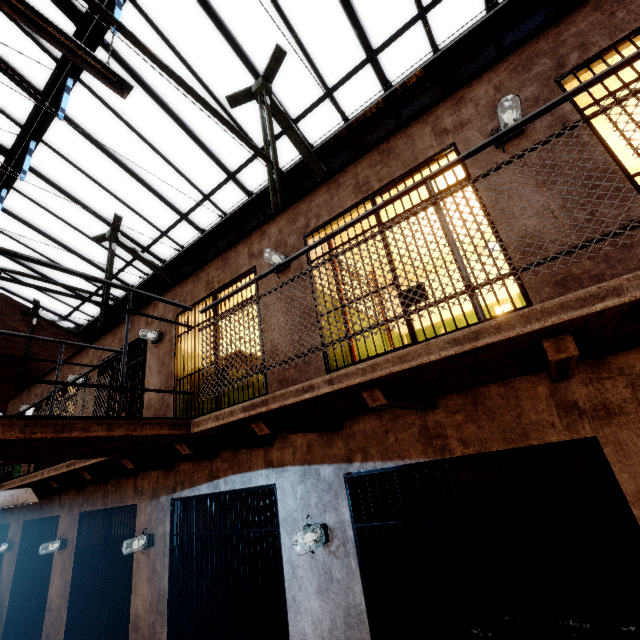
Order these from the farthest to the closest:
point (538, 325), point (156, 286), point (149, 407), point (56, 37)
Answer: point (156, 286) → point (149, 407) → point (56, 37) → point (538, 325)

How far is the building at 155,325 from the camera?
5.5 meters

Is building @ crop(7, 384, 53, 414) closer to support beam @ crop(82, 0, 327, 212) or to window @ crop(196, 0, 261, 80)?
support beam @ crop(82, 0, 327, 212)

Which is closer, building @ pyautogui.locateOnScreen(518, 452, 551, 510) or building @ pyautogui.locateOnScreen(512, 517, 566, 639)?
building @ pyautogui.locateOnScreen(512, 517, 566, 639)

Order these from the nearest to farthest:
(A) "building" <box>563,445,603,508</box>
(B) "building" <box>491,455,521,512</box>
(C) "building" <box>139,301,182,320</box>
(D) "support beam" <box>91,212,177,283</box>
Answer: (A) "building" <box>563,445,603,508</box> → (B) "building" <box>491,455,521,512</box> → (C) "building" <box>139,301,182,320</box> → (D) "support beam" <box>91,212,177,283</box>

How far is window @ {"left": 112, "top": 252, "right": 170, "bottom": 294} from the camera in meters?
10.3 m

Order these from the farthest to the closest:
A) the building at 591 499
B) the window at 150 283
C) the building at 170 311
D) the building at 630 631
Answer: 1. the window at 150 283
2. the building at 170 311
3. the building at 591 499
4. the building at 630 631

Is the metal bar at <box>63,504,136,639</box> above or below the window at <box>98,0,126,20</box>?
below
